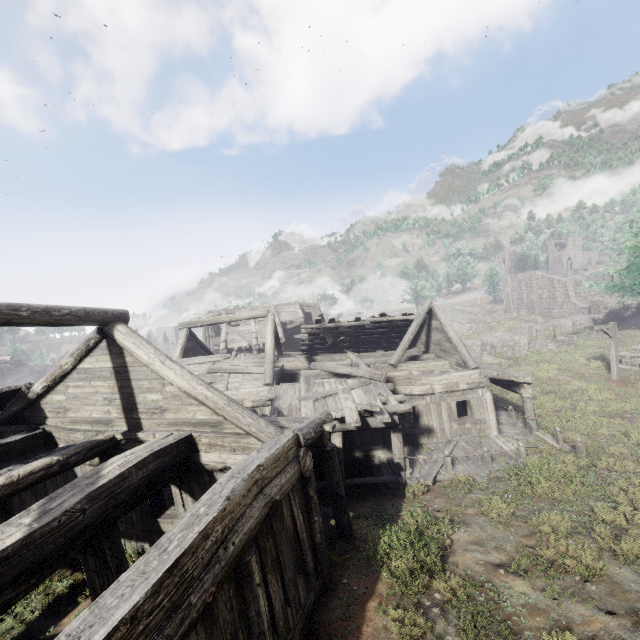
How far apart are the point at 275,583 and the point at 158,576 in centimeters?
257cm

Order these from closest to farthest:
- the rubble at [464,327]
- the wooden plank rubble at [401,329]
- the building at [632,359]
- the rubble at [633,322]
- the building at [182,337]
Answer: the building at [182,337]
the wooden plank rubble at [401,329]
the building at [632,359]
the rubble at [633,322]
the rubble at [464,327]

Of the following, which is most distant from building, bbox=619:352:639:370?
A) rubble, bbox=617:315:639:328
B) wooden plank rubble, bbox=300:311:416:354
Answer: rubble, bbox=617:315:639:328

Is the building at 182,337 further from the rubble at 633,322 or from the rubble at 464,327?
the rubble at 464,327

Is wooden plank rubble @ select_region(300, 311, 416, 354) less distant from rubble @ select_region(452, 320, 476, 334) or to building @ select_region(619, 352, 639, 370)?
building @ select_region(619, 352, 639, 370)

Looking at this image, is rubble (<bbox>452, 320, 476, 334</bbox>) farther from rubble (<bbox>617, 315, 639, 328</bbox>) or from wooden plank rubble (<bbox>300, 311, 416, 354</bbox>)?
wooden plank rubble (<bbox>300, 311, 416, 354</bbox>)

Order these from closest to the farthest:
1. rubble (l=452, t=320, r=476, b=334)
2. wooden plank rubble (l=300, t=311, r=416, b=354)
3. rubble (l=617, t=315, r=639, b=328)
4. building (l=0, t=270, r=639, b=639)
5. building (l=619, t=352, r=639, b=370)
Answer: building (l=0, t=270, r=639, b=639) → wooden plank rubble (l=300, t=311, r=416, b=354) → building (l=619, t=352, r=639, b=370) → rubble (l=617, t=315, r=639, b=328) → rubble (l=452, t=320, r=476, b=334)
